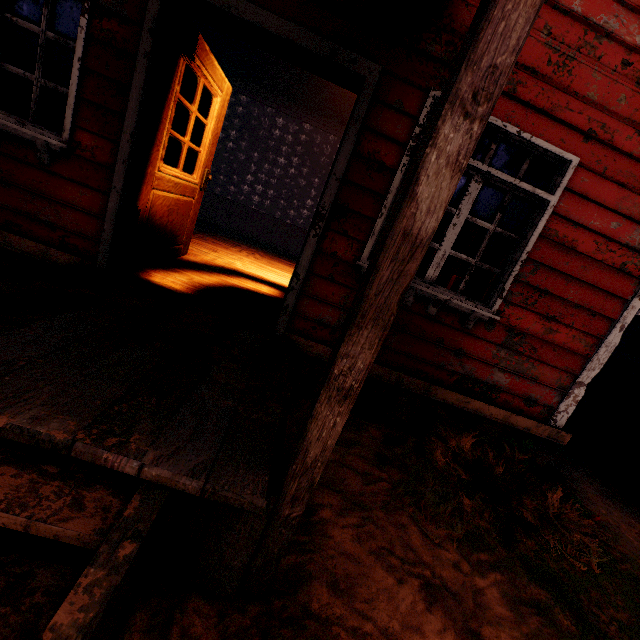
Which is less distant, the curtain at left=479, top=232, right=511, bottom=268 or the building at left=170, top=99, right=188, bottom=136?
the curtain at left=479, top=232, right=511, bottom=268

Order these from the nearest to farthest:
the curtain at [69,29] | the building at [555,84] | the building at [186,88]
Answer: the building at [555,84], the curtain at [69,29], the building at [186,88]

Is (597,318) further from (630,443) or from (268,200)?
→ (268,200)

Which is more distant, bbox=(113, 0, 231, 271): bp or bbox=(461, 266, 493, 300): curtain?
bbox=(461, 266, 493, 300): curtain

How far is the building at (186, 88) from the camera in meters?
8.8 m

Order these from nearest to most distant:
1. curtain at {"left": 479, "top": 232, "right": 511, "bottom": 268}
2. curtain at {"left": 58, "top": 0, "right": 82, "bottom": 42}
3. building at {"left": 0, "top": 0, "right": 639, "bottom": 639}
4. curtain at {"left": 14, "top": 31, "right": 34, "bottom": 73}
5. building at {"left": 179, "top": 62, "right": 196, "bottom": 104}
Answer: building at {"left": 0, "top": 0, "right": 639, "bottom": 639}
curtain at {"left": 58, "top": 0, "right": 82, "bottom": 42}
curtain at {"left": 479, "top": 232, "right": 511, "bottom": 268}
curtain at {"left": 14, "top": 31, "right": 34, "bottom": 73}
building at {"left": 179, "top": 62, "right": 196, "bottom": 104}

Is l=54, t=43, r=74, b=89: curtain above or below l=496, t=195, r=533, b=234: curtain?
below

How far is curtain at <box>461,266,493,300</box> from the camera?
3.2m
